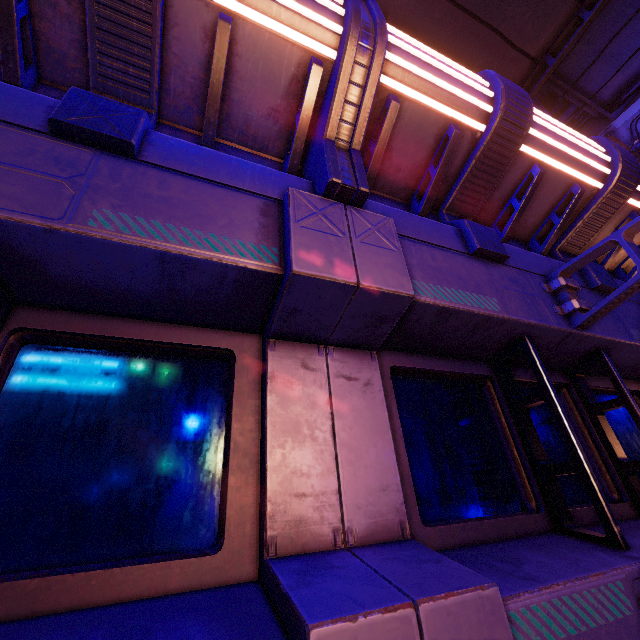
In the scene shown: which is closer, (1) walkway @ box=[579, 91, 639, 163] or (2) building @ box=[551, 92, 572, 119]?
(1) walkway @ box=[579, 91, 639, 163]

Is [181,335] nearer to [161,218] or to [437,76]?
[161,218]

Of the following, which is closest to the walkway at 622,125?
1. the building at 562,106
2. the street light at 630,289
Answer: the street light at 630,289

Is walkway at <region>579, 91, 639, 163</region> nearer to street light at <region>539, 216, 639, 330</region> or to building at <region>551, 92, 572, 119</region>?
street light at <region>539, 216, 639, 330</region>

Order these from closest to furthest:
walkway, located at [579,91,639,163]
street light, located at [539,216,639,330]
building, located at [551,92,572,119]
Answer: street light, located at [539,216,639,330], walkway, located at [579,91,639,163], building, located at [551,92,572,119]

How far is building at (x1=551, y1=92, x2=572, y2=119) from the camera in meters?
57.5 m

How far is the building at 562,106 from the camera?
57.5m
